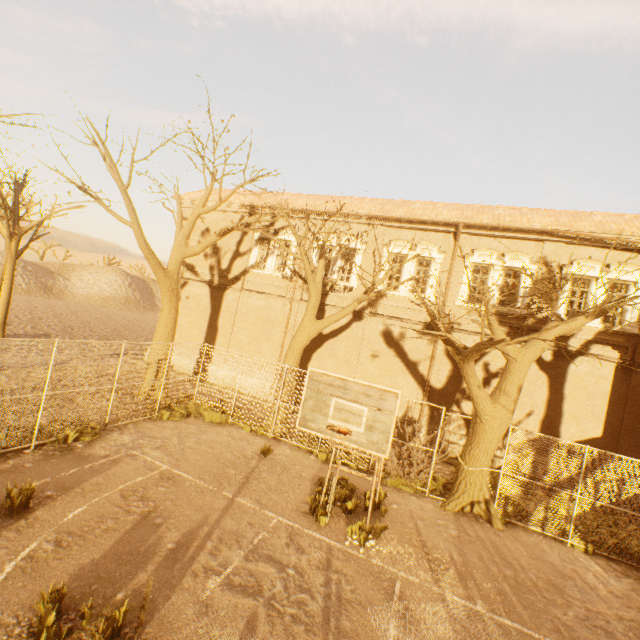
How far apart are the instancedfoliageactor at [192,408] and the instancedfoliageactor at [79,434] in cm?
375

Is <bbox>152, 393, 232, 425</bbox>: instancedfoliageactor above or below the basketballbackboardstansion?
below

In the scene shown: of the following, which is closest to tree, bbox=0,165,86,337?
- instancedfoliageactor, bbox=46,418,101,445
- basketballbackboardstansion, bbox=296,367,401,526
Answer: basketballbackboardstansion, bbox=296,367,401,526

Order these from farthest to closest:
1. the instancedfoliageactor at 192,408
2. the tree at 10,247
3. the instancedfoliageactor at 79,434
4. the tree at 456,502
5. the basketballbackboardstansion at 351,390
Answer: the tree at 10,247 < the instancedfoliageactor at 192,408 < the tree at 456,502 < the instancedfoliageactor at 79,434 < the basketballbackboardstansion at 351,390

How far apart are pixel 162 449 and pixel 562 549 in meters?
12.1 m

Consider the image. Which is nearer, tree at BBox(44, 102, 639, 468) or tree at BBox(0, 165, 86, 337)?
tree at BBox(44, 102, 639, 468)

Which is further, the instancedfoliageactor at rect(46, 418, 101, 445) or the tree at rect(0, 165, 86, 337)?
the tree at rect(0, 165, 86, 337)
